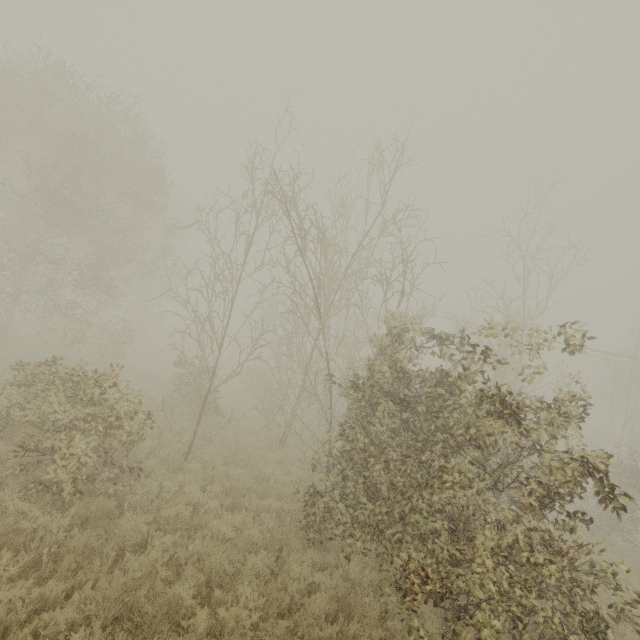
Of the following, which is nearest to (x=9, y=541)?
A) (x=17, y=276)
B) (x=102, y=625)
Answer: (x=102, y=625)
